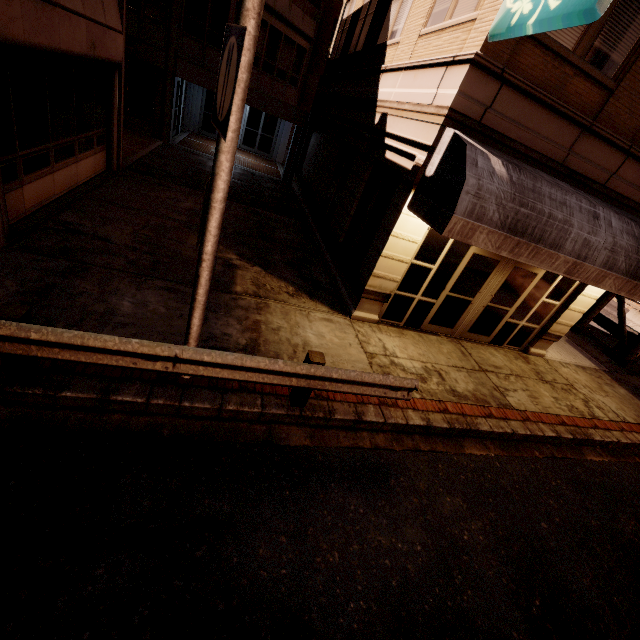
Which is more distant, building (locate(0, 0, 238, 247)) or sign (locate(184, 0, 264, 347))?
building (locate(0, 0, 238, 247))

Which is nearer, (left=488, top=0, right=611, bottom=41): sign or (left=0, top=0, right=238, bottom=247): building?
(left=488, top=0, right=611, bottom=41): sign

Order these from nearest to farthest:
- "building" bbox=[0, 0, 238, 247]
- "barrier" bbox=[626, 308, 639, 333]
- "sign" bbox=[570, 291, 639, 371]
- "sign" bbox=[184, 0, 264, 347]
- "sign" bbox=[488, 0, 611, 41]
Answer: "sign" bbox=[184, 0, 264, 347] < "sign" bbox=[488, 0, 611, 41] < "building" bbox=[0, 0, 238, 247] < "sign" bbox=[570, 291, 639, 371] < "barrier" bbox=[626, 308, 639, 333]

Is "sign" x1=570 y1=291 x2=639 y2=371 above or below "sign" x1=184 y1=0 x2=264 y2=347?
below

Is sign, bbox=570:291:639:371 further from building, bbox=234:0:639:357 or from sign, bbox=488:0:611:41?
sign, bbox=488:0:611:41

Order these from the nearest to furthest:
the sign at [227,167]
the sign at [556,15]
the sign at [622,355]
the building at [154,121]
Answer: the sign at [227,167] → the sign at [556,15] → the building at [154,121] → the sign at [622,355]

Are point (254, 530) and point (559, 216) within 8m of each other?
yes

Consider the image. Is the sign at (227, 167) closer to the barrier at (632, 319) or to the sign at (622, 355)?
the sign at (622, 355)
